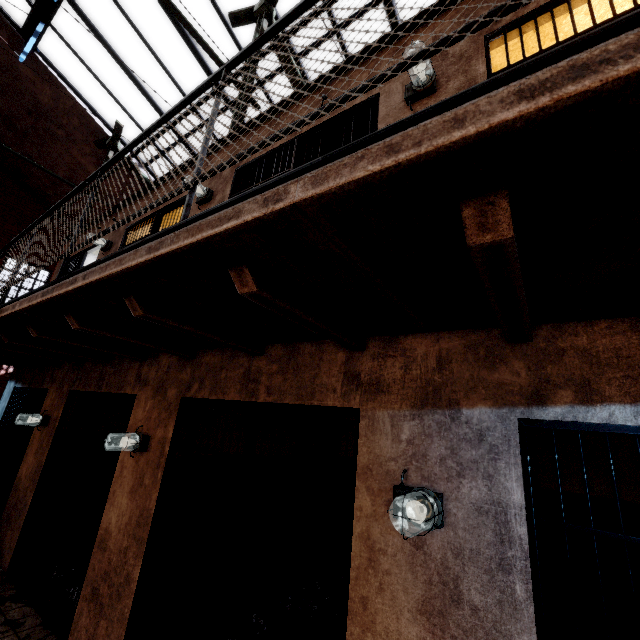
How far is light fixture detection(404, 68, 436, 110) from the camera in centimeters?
266cm

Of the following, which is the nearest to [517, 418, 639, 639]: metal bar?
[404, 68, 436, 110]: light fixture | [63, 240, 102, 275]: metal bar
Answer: [404, 68, 436, 110]: light fixture

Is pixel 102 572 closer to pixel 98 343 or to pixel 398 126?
pixel 98 343

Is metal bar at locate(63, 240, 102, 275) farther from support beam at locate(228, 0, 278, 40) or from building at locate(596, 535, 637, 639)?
support beam at locate(228, 0, 278, 40)

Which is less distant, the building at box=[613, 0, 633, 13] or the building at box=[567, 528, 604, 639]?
the building at box=[613, 0, 633, 13]

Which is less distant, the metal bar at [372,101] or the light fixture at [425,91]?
the light fixture at [425,91]

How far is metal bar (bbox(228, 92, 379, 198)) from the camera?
3.21m

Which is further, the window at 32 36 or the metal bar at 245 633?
the window at 32 36
